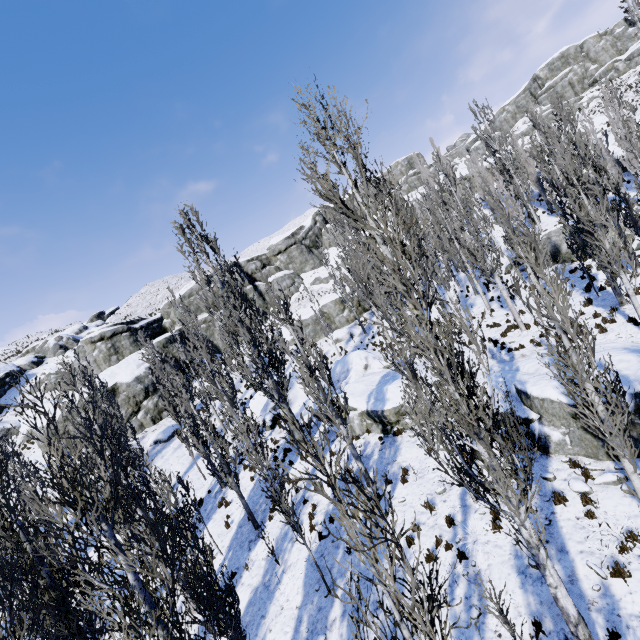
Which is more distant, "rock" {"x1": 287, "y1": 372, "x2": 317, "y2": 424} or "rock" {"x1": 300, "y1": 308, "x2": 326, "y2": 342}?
"rock" {"x1": 300, "y1": 308, "x2": 326, "y2": 342}

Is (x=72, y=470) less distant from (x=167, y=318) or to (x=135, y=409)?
(x=135, y=409)

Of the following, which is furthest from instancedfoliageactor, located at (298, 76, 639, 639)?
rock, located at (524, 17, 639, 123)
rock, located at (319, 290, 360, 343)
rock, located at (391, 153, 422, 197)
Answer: rock, located at (524, 17, 639, 123)

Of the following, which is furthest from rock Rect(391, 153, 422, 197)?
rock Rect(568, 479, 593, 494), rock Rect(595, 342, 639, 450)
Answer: rock Rect(568, 479, 593, 494)

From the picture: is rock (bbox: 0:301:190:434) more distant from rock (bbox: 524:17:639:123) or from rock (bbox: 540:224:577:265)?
rock (bbox: 524:17:639:123)

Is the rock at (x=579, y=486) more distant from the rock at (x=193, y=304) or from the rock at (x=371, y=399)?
the rock at (x=193, y=304)

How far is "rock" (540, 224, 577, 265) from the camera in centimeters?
2330cm

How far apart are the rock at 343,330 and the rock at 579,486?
27.7 meters
